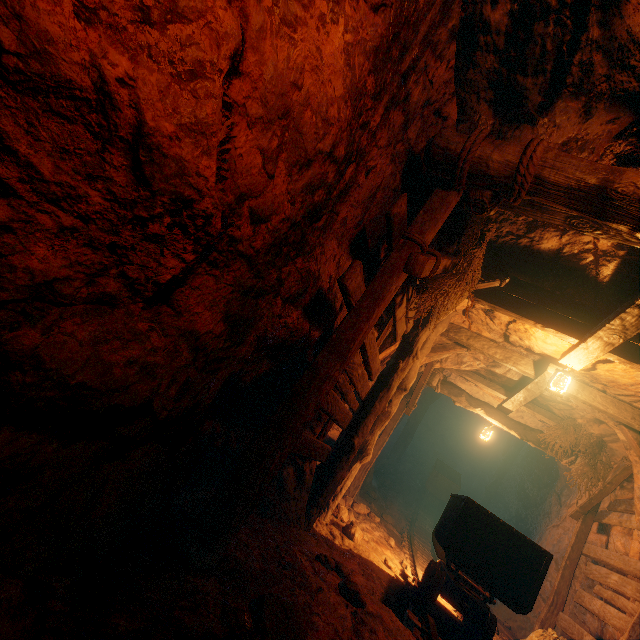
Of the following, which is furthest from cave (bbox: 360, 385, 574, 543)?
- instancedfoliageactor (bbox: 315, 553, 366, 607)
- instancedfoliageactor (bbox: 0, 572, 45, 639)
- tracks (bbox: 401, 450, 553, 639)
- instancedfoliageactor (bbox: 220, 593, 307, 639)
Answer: instancedfoliageactor (bbox: 0, 572, 45, 639)

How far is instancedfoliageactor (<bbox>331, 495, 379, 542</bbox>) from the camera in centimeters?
532cm

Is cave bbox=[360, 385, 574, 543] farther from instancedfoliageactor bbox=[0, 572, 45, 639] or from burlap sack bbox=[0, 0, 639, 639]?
instancedfoliageactor bbox=[0, 572, 45, 639]

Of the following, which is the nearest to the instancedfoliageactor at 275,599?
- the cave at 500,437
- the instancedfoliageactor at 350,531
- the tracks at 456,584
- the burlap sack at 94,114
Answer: the burlap sack at 94,114

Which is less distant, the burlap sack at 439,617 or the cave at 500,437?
the burlap sack at 439,617

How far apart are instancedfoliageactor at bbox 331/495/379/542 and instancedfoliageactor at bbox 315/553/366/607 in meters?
3.5

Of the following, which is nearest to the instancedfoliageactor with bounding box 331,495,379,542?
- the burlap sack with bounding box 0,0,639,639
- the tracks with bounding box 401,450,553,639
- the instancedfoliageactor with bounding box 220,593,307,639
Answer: the burlap sack with bounding box 0,0,639,639

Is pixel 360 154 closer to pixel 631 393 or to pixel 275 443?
pixel 275 443
